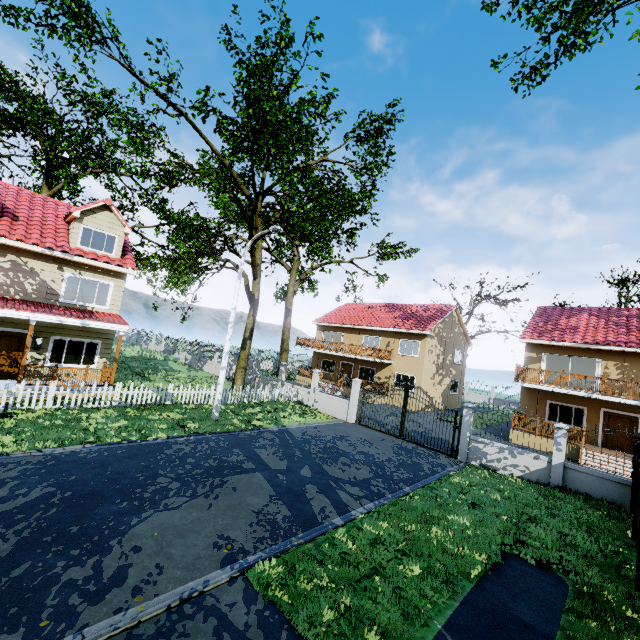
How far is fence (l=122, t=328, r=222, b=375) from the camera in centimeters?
3003cm

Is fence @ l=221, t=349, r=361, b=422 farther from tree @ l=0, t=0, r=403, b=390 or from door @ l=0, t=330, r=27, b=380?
door @ l=0, t=330, r=27, b=380

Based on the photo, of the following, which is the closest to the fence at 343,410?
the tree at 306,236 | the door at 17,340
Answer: the tree at 306,236

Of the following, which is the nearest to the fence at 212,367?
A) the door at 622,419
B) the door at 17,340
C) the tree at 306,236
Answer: the tree at 306,236

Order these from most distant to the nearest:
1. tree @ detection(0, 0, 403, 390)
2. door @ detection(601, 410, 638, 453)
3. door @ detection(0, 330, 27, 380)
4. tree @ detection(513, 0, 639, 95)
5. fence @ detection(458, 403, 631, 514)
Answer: door @ detection(601, 410, 638, 453) < tree @ detection(513, 0, 639, 95) < door @ detection(0, 330, 27, 380) < tree @ detection(0, 0, 403, 390) < fence @ detection(458, 403, 631, 514)

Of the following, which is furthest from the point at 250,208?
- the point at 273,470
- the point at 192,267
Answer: the point at 273,470
